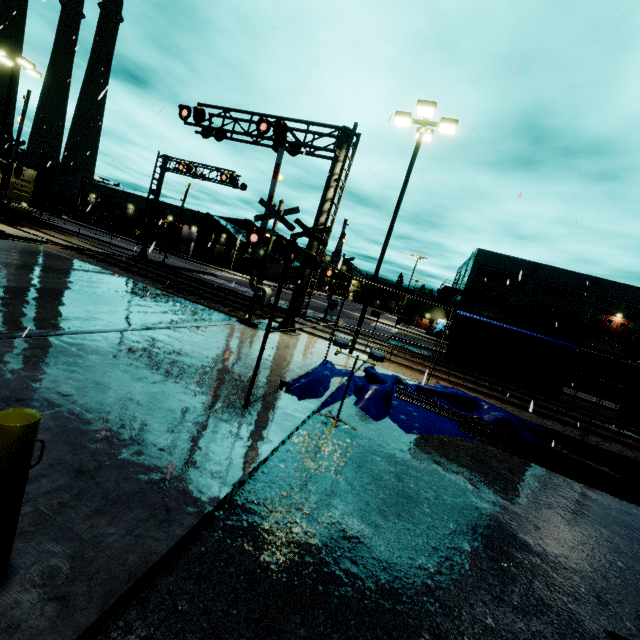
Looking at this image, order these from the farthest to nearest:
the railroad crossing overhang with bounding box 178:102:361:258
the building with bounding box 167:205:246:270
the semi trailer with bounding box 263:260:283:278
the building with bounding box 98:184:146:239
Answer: the semi trailer with bounding box 263:260:283:278
the building with bounding box 98:184:146:239
the building with bounding box 167:205:246:270
the railroad crossing overhang with bounding box 178:102:361:258

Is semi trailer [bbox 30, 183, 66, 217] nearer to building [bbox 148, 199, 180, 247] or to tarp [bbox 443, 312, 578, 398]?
building [bbox 148, 199, 180, 247]

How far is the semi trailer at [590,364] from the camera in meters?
21.2

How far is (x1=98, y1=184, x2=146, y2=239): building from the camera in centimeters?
5750cm

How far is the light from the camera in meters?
11.8 m

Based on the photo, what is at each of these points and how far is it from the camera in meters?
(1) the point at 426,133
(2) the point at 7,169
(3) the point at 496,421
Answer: (1) light, 13.2 m
(2) railroad crossing gate, 16.8 m
(3) tarp, 9.4 m

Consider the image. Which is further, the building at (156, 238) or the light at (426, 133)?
the building at (156, 238)

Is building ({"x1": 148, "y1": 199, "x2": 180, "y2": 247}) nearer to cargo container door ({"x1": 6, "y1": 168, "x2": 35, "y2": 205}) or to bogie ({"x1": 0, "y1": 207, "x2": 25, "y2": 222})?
cargo container door ({"x1": 6, "y1": 168, "x2": 35, "y2": 205})
